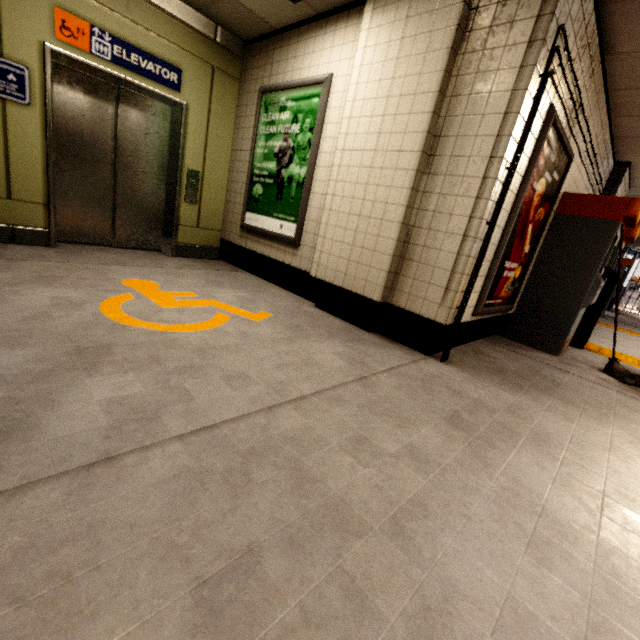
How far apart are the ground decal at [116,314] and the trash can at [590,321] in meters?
4.4

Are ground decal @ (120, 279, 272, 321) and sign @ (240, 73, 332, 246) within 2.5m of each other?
yes

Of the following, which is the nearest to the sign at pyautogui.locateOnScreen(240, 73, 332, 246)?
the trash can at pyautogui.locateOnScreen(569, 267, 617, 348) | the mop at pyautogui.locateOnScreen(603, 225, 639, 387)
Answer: the mop at pyautogui.locateOnScreen(603, 225, 639, 387)

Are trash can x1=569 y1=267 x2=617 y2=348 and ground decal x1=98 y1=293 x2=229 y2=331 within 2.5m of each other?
no

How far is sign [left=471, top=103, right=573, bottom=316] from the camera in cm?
269

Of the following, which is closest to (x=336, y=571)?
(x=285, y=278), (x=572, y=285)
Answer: (x=285, y=278)

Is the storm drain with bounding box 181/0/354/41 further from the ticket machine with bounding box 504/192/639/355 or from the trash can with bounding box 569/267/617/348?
the trash can with bounding box 569/267/617/348

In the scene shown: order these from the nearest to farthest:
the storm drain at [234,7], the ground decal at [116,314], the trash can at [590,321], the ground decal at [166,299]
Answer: the ground decal at [116,314] → the ground decal at [166,299] → the storm drain at [234,7] → the trash can at [590,321]
